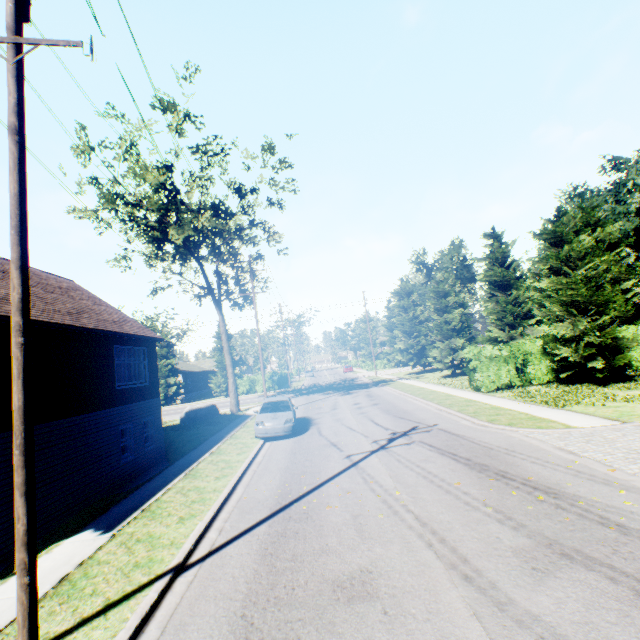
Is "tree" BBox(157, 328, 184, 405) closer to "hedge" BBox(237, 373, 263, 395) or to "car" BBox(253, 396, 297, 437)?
"hedge" BBox(237, 373, 263, 395)

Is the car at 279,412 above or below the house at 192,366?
below

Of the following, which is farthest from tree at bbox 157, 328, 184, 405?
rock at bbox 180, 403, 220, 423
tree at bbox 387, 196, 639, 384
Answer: tree at bbox 387, 196, 639, 384

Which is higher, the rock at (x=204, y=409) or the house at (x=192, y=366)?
the house at (x=192, y=366)

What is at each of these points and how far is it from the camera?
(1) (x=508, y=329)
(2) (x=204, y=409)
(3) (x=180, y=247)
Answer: (1) tree, 25.9m
(2) rock, 25.5m
(3) tree, 26.9m

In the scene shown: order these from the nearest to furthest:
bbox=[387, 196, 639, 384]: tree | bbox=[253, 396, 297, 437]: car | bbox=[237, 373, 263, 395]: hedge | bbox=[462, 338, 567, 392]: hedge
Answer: Result:
bbox=[253, 396, 297, 437]: car
bbox=[387, 196, 639, 384]: tree
bbox=[462, 338, 567, 392]: hedge
bbox=[237, 373, 263, 395]: hedge

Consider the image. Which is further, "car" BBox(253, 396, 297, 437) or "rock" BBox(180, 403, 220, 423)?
"rock" BBox(180, 403, 220, 423)

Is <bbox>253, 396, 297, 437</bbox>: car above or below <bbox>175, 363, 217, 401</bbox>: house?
below
